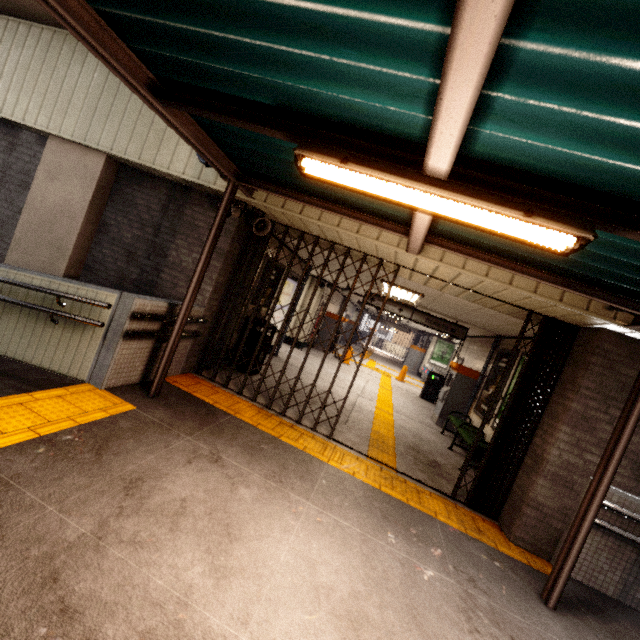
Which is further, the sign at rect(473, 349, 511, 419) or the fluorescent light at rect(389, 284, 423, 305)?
the sign at rect(473, 349, 511, 419)

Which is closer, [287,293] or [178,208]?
[178,208]

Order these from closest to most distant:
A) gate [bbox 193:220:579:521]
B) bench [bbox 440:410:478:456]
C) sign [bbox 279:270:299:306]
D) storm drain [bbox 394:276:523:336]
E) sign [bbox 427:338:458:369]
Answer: gate [bbox 193:220:579:521], storm drain [bbox 394:276:523:336], bench [bbox 440:410:478:456], sign [bbox 279:270:299:306], sign [bbox 427:338:458:369]

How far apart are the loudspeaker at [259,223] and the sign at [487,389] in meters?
6.0 m

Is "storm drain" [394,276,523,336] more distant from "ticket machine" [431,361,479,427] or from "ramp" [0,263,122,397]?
"ramp" [0,263,122,397]

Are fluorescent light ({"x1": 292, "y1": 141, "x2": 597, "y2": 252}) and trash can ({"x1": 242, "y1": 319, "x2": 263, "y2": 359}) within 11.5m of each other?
yes

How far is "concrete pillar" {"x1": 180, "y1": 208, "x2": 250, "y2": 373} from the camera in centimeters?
528cm

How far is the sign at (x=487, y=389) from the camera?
7.7 meters
